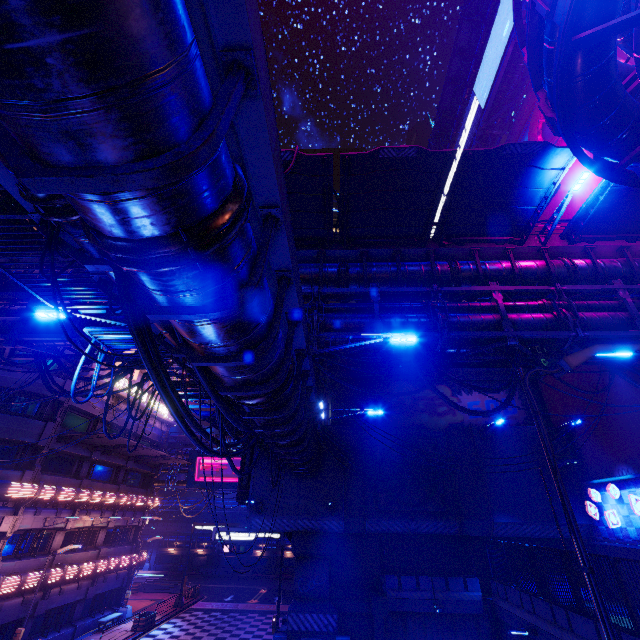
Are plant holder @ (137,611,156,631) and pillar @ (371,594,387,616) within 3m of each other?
no

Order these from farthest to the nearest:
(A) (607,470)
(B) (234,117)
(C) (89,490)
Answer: (C) (89,490) → (A) (607,470) → (B) (234,117)

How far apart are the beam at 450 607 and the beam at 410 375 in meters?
13.1 m

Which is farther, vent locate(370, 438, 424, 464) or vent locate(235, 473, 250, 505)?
vent locate(370, 438, 424, 464)

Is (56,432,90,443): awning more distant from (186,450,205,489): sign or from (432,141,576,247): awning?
(432,141,576,247): awning

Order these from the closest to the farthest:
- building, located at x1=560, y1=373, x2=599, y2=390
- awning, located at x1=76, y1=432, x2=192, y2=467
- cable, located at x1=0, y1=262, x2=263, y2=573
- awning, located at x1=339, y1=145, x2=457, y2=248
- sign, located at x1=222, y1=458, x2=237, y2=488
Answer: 1. cable, located at x1=0, y1=262, x2=263, y2=573
2. awning, located at x1=339, y1=145, x2=457, y2=248
3. building, located at x1=560, y1=373, x2=599, y2=390
4. awning, located at x1=76, y1=432, x2=192, y2=467
5. sign, located at x1=222, y1=458, x2=237, y2=488

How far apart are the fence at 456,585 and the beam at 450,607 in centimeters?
0cm

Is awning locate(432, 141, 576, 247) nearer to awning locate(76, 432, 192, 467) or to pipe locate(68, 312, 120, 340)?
pipe locate(68, 312, 120, 340)
